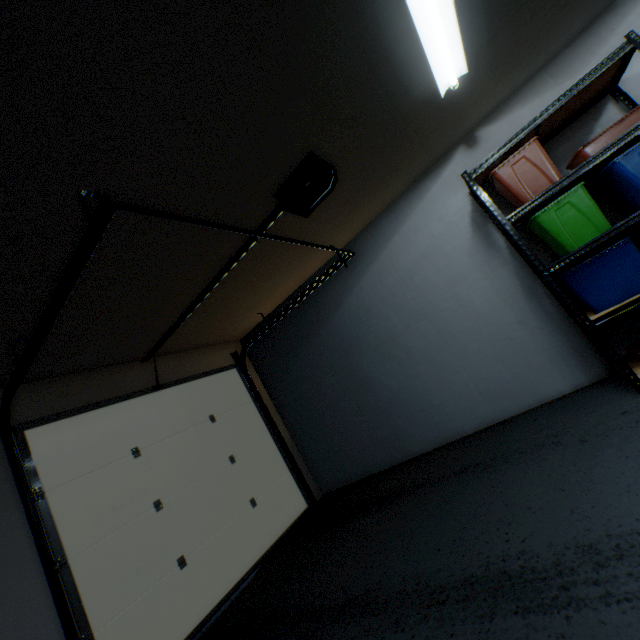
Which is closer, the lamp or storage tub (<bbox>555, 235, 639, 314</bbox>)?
the lamp

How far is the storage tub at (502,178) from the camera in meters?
2.3 m

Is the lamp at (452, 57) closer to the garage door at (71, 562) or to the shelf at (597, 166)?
the shelf at (597, 166)

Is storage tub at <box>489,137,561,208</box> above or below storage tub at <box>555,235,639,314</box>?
above

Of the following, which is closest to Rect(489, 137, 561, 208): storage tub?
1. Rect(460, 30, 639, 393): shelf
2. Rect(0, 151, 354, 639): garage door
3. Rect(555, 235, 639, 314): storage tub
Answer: Rect(460, 30, 639, 393): shelf

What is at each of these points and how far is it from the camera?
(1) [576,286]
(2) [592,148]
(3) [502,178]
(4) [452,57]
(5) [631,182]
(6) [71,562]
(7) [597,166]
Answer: (1) storage tub, 2.3 meters
(2) storage tub, 2.2 meters
(3) storage tub, 2.5 meters
(4) lamp, 2.0 meters
(5) storage tub, 2.1 meters
(6) garage door, 2.3 meters
(7) shelf, 2.6 meters

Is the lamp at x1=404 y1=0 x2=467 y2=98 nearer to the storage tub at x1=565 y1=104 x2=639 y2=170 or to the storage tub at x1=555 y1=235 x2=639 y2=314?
the storage tub at x1=565 y1=104 x2=639 y2=170

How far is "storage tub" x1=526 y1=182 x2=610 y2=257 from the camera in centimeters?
221cm
